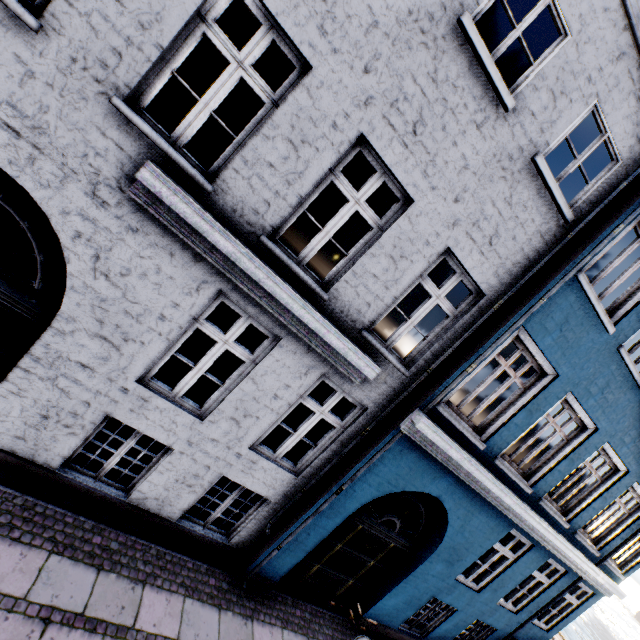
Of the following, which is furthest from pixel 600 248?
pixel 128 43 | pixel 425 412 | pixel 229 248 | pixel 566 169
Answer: pixel 128 43
